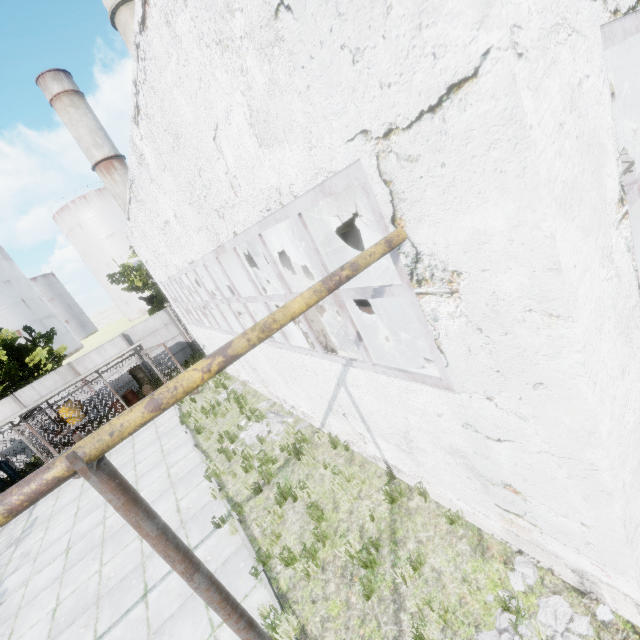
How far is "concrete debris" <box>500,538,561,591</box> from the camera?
3.9 meters

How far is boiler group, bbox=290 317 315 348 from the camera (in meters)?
5.72

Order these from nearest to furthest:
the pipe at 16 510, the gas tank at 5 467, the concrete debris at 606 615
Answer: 1. the pipe at 16 510
2. the concrete debris at 606 615
3. the gas tank at 5 467

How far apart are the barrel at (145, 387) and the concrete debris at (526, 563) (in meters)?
17.29

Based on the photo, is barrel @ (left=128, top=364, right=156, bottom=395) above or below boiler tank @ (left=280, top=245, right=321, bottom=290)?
below

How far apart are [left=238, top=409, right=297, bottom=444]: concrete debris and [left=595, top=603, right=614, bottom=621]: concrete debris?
5.6m

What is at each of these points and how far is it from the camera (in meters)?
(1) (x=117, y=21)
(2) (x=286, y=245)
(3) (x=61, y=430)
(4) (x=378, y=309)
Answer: (1) chimney, 17.16
(2) pipe, 5.91
(3) metal cage, 14.29
(4) boiler tank, 13.07

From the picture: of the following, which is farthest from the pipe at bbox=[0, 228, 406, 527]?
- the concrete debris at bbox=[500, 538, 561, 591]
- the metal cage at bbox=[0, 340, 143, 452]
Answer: the metal cage at bbox=[0, 340, 143, 452]
